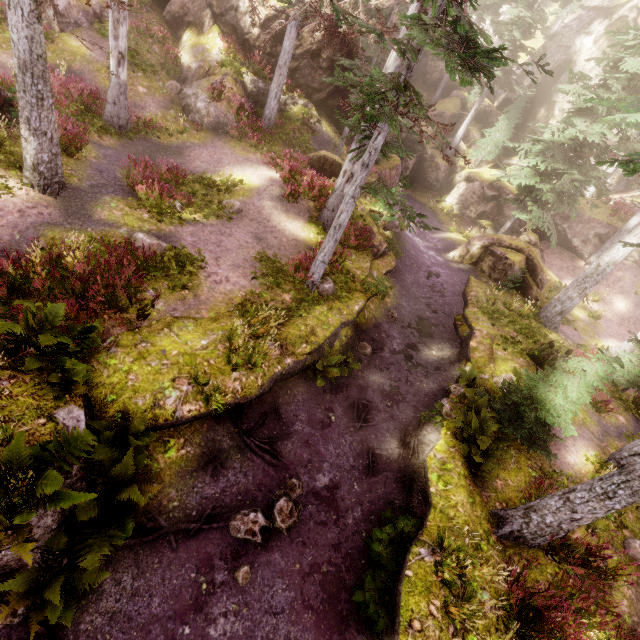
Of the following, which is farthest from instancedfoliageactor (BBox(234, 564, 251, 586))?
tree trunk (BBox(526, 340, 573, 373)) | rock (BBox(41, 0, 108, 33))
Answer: tree trunk (BBox(526, 340, 573, 373))

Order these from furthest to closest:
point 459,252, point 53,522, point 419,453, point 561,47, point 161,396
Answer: point 561,47, point 459,252, point 419,453, point 161,396, point 53,522

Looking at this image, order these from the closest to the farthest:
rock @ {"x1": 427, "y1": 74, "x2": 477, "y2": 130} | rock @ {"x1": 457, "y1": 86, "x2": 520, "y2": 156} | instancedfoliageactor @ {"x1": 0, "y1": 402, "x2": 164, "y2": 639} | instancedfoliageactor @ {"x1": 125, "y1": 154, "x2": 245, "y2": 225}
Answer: instancedfoliageactor @ {"x1": 0, "y1": 402, "x2": 164, "y2": 639}, instancedfoliageactor @ {"x1": 125, "y1": 154, "x2": 245, "y2": 225}, rock @ {"x1": 457, "y1": 86, "x2": 520, "y2": 156}, rock @ {"x1": 427, "y1": 74, "x2": 477, "y2": 130}

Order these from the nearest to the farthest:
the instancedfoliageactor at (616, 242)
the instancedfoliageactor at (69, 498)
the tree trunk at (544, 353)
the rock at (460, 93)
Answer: the instancedfoliageactor at (69, 498) → the tree trunk at (544, 353) → the instancedfoliageactor at (616, 242) → the rock at (460, 93)

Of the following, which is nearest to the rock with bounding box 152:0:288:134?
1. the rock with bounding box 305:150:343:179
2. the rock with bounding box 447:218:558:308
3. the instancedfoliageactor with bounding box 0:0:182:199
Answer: the instancedfoliageactor with bounding box 0:0:182:199

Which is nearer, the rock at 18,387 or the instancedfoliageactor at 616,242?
the rock at 18,387

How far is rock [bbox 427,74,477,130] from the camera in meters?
33.1 m
